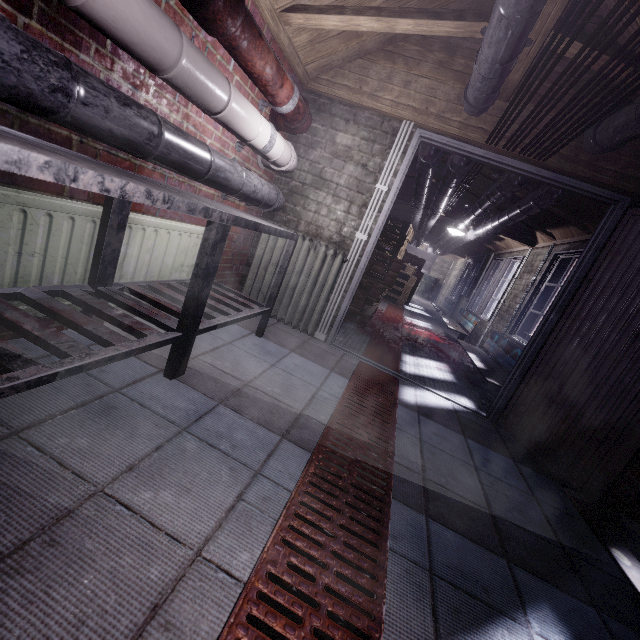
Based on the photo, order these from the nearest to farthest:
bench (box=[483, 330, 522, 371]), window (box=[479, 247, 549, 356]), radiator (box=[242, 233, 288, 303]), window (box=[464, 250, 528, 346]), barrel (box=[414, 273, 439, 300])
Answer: radiator (box=[242, 233, 288, 303])
bench (box=[483, 330, 522, 371])
window (box=[479, 247, 549, 356])
window (box=[464, 250, 528, 346])
barrel (box=[414, 273, 439, 300])

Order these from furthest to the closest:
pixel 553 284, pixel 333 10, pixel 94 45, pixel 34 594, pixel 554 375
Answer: pixel 553 284 < pixel 554 375 < pixel 333 10 < pixel 94 45 < pixel 34 594

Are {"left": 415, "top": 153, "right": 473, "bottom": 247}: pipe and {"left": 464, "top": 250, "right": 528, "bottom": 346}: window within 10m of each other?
yes

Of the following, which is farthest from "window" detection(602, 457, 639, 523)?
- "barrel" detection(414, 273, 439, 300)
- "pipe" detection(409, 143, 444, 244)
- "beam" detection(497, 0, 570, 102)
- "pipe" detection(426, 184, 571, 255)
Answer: "barrel" detection(414, 273, 439, 300)

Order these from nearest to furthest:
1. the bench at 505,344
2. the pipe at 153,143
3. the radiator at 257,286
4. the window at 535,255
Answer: the pipe at 153,143 < the radiator at 257,286 < the bench at 505,344 < the window at 535,255

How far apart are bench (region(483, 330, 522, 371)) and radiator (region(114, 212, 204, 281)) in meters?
3.0 m

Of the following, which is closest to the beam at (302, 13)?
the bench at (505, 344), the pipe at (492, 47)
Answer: the pipe at (492, 47)

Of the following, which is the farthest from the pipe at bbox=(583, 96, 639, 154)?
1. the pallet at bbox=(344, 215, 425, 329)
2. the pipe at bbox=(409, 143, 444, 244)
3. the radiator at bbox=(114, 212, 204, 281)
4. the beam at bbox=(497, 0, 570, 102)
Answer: the pallet at bbox=(344, 215, 425, 329)
